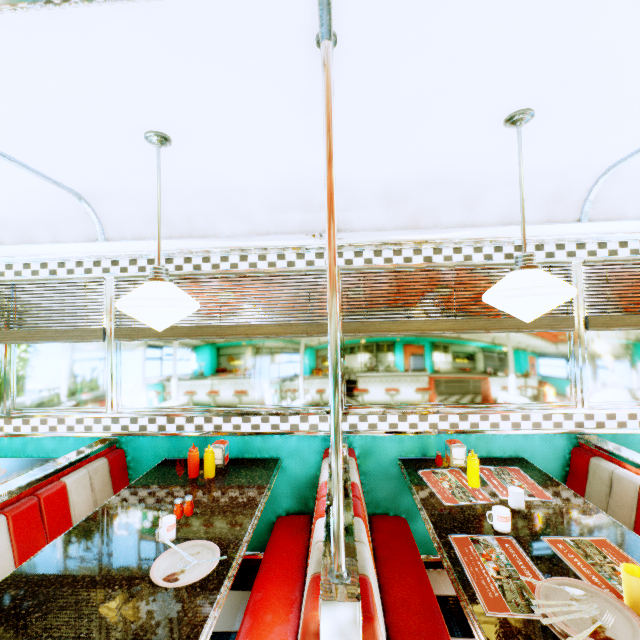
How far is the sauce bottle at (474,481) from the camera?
2.1 meters

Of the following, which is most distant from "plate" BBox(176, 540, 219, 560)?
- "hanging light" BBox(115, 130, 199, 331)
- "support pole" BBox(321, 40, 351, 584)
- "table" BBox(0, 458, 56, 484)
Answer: "table" BBox(0, 458, 56, 484)

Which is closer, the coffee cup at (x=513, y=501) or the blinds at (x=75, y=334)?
the coffee cup at (x=513, y=501)

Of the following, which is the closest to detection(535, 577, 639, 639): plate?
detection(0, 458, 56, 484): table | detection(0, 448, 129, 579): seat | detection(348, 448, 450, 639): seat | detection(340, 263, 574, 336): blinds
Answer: detection(348, 448, 450, 639): seat

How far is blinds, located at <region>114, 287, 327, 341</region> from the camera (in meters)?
2.73

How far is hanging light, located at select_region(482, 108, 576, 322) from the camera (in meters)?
1.51

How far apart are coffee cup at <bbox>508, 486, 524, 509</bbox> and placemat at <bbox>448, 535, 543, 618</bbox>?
0.4m

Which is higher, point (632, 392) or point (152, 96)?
point (152, 96)
